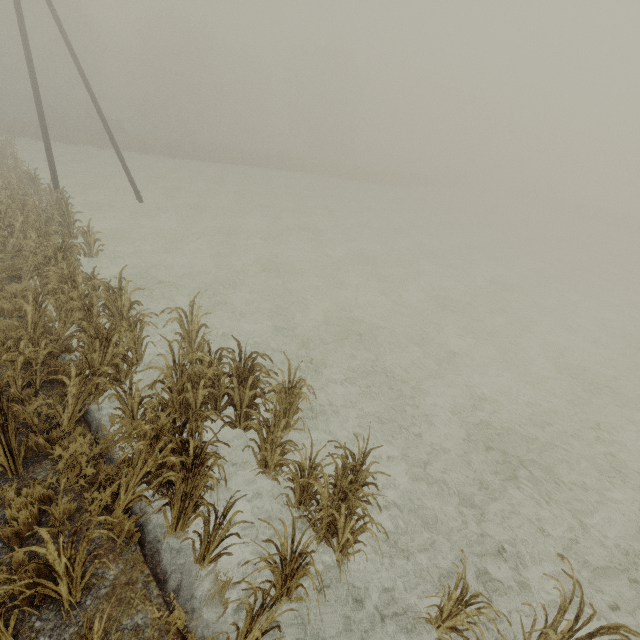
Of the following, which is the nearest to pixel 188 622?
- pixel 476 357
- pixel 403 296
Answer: pixel 476 357

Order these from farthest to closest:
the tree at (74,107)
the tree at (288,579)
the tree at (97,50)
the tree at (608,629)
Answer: the tree at (97,50), the tree at (74,107), the tree at (288,579), the tree at (608,629)

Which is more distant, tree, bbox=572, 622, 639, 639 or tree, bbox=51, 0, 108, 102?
tree, bbox=51, 0, 108, 102

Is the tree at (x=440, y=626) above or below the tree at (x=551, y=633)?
below

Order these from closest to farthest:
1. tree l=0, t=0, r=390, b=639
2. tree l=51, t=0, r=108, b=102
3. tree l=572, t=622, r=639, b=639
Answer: tree l=572, t=622, r=639, b=639 → tree l=0, t=0, r=390, b=639 → tree l=51, t=0, r=108, b=102
